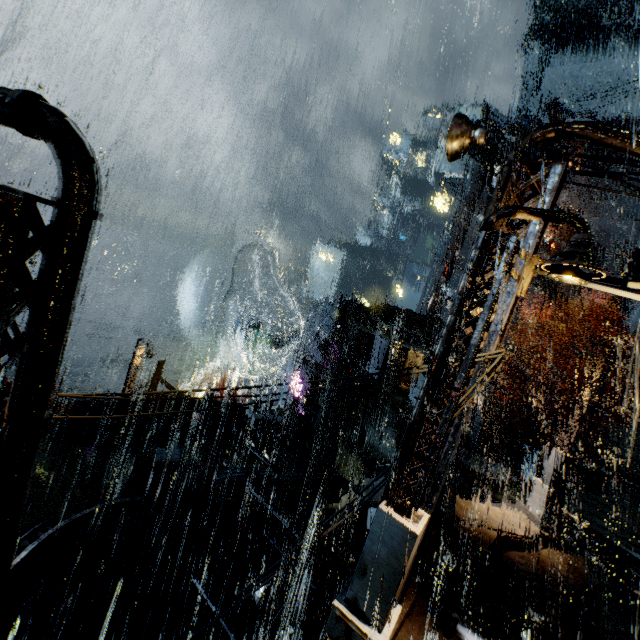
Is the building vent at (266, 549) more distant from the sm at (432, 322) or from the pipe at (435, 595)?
the sm at (432, 322)

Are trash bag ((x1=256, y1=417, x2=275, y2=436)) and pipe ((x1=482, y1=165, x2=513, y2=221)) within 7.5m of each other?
no

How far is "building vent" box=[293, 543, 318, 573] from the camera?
12.6 meters

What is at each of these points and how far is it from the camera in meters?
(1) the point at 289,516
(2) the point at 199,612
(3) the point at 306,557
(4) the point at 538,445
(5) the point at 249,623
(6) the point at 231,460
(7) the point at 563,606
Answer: (1) building vent, 15.2 m
(2) building, 13.9 m
(3) building vent, 13.0 m
(4) tree, 23.7 m
(5) building vent, 11.8 m
(6) building, 16.0 m
(7) building, 8.8 m

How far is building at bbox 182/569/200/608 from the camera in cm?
1325

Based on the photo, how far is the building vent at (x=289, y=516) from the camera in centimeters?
1476cm

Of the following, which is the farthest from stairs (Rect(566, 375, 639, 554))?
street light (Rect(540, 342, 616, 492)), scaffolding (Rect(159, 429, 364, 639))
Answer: scaffolding (Rect(159, 429, 364, 639))

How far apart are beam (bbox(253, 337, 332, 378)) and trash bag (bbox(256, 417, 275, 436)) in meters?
8.5
